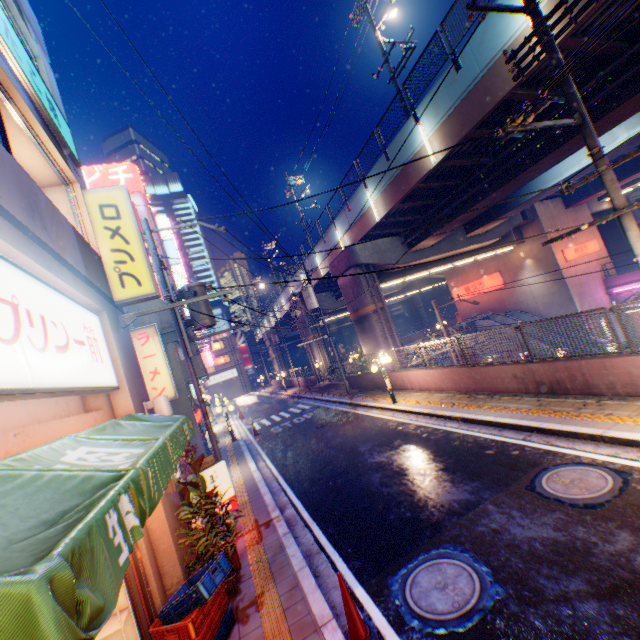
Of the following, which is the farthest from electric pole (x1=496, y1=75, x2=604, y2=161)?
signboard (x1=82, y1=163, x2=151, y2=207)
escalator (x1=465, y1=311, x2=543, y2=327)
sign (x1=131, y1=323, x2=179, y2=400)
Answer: signboard (x1=82, y1=163, x2=151, y2=207)

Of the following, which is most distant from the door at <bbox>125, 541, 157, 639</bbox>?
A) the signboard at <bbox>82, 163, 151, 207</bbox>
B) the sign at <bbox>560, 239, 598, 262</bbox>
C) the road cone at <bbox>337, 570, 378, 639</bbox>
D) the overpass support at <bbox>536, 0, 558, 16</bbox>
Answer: the signboard at <bbox>82, 163, 151, 207</bbox>

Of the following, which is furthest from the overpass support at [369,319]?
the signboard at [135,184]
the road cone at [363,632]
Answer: the signboard at [135,184]

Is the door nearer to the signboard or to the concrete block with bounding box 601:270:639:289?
the concrete block with bounding box 601:270:639:289

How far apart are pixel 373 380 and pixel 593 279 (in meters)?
22.35

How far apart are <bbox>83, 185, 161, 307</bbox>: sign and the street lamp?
2.0 meters

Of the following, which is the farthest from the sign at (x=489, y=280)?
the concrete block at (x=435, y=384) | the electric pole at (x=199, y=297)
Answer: the electric pole at (x=199, y=297)

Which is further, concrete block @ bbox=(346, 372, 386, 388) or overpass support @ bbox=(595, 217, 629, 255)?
overpass support @ bbox=(595, 217, 629, 255)
